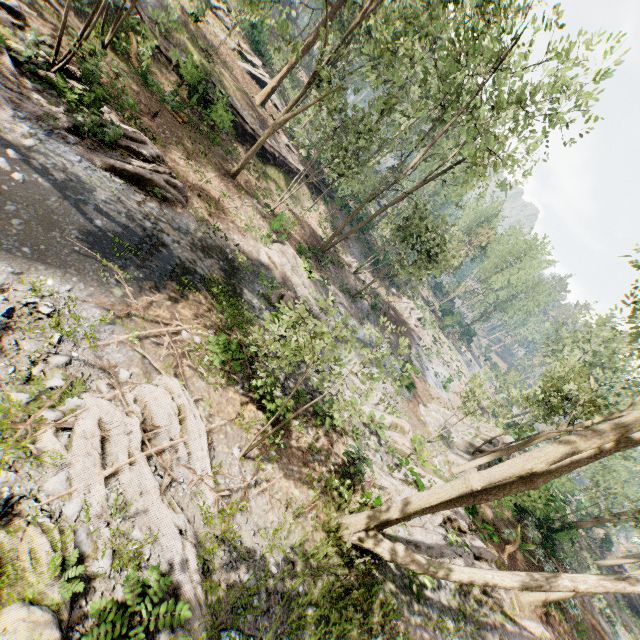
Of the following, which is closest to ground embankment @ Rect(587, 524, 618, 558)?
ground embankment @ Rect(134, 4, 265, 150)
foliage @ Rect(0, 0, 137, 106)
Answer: foliage @ Rect(0, 0, 137, 106)

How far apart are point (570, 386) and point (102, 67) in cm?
2963

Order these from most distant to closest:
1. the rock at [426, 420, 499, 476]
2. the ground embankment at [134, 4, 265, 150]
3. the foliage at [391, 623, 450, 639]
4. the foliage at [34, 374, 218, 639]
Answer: the ground embankment at [134, 4, 265, 150]
the rock at [426, 420, 499, 476]
the foliage at [391, 623, 450, 639]
the foliage at [34, 374, 218, 639]

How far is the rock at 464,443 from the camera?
19.8m

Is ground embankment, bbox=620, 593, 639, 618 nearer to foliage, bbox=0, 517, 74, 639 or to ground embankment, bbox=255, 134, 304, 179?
foliage, bbox=0, 517, 74, 639

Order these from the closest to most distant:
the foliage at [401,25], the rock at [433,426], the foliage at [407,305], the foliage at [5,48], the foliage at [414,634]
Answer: the foliage at [414,634], the foliage at [5,48], the foliage at [401,25], the rock at [433,426], the foliage at [407,305]

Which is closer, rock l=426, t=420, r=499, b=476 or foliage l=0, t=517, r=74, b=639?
foliage l=0, t=517, r=74, b=639

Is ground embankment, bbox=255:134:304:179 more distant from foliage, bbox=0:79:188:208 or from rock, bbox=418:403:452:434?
rock, bbox=418:403:452:434
